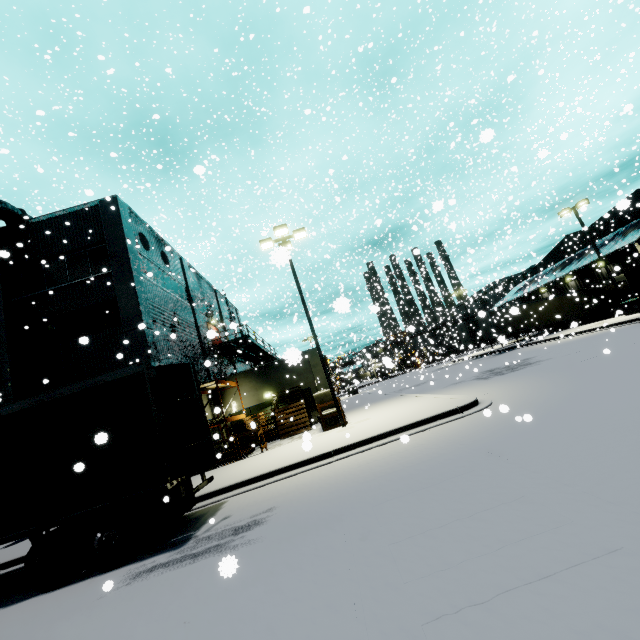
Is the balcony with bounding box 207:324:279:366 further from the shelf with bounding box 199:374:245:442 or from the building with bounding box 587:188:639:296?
the shelf with bounding box 199:374:245:442

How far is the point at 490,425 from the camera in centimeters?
796cm

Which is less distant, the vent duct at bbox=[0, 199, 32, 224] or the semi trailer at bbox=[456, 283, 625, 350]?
the vent duct at bbox=[0, 199, 32, 224]

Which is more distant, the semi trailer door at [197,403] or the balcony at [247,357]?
the balcony at [247,357]

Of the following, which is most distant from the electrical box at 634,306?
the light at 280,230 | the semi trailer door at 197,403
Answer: the semi trailer door at 197,403

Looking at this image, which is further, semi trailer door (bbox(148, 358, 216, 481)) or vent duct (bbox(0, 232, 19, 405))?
vent duct (bbox(0, 232, 19, 405))

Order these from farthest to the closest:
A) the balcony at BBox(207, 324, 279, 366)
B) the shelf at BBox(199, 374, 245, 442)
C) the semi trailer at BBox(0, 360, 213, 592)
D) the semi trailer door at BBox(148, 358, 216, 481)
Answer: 1. the balcony at BBox(207, 324, 279, 366)
2. the shelf at BBox(199, 374, 245, 442)
3. the semi trailer door at BBox(148, 358, 216, 481)
4. the semi trailer at BBox(0, 360, 213, 592)

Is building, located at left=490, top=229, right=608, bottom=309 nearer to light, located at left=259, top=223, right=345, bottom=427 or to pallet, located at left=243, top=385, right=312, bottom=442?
pallet, located at left=243, top=385, right=312, bottom=442
